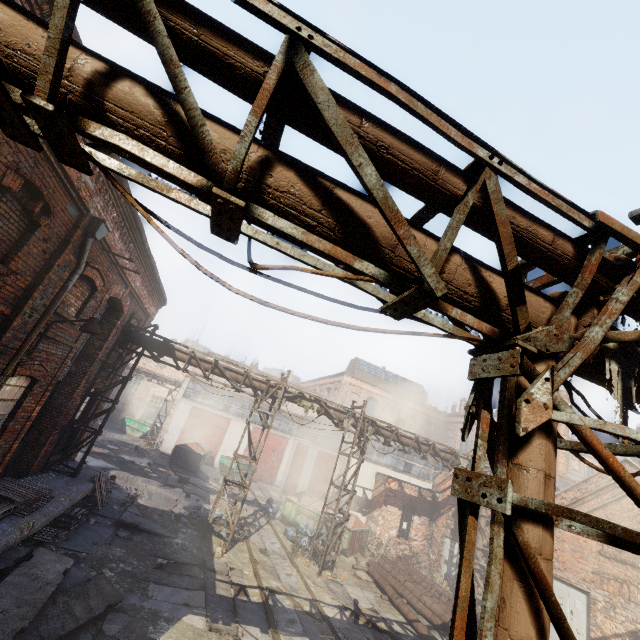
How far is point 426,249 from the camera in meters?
2.3 m

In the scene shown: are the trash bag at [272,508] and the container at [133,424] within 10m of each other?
no

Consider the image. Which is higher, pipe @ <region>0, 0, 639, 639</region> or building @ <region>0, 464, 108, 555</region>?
pipe @ <region>0, 0, 639, 639</region>

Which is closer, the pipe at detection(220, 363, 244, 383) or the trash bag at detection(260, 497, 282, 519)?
the pipe at detection(220, 363, 244, 383)

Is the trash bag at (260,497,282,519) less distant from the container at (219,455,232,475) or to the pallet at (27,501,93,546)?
the container at (219,455,232,475)

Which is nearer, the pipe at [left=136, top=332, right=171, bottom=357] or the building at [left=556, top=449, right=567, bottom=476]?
the pipe at [left=136, top=332, right=171, bottom=357]

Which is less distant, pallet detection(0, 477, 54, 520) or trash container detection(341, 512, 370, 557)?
pallet detection(0, 477, 54, 520)

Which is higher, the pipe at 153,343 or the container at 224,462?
the pipe at 153,343
